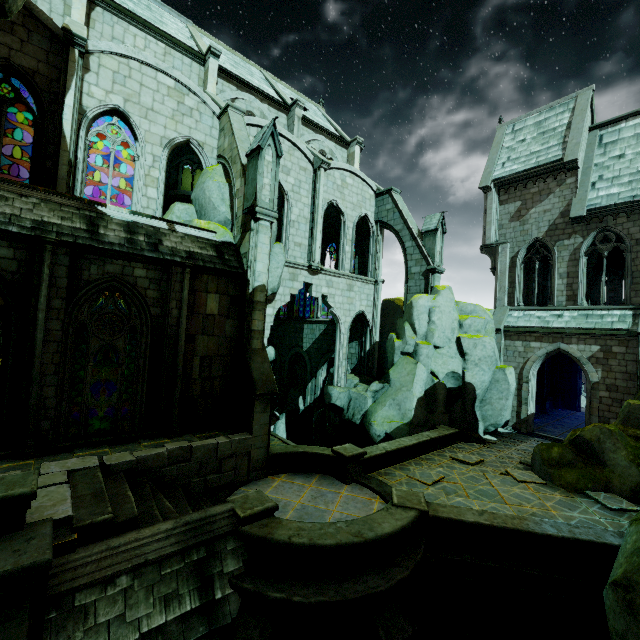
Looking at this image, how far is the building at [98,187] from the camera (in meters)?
22.92

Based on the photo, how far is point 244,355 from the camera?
11.54m

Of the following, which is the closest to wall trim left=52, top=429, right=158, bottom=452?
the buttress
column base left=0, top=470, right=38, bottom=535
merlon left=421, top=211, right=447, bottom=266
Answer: the buttress

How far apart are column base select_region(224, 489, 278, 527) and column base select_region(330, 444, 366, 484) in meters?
3.7 m

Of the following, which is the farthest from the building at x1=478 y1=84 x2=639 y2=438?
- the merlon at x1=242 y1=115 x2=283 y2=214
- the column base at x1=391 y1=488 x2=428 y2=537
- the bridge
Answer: the column base at x1=391 y1=488 x2=428 y2=537

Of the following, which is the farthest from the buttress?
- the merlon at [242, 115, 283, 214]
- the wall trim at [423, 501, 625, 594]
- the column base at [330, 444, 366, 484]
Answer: the wall trim at [423, 501, 625, 594]

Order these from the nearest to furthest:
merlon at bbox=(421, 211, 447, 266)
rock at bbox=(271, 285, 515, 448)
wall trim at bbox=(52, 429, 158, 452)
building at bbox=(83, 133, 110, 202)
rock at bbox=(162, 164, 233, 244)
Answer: wall trim at bbox=(52, 429, 158, 452) → rock at bbox=(162, 164, 233, 244) → rock at bbox=(271, 285, 515, 448) → merlon at bbox=(421, 211, 447, 266) → building at bbox=(83, 133, 110, 202)

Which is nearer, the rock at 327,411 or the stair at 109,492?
the stair at 109,492
